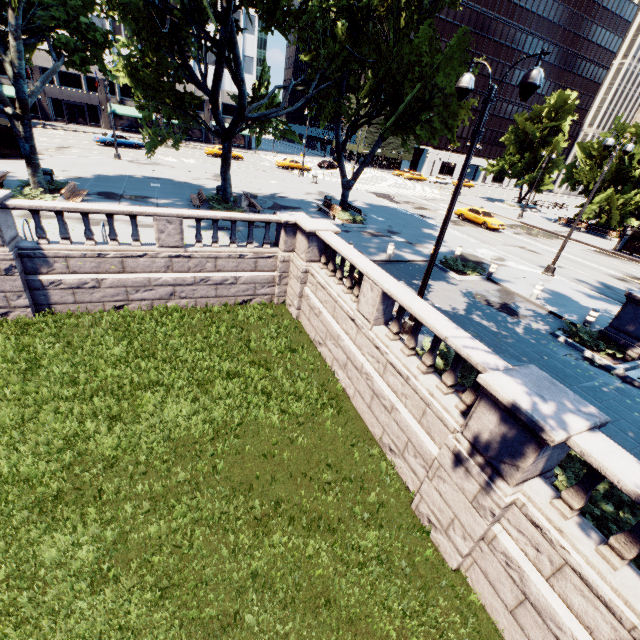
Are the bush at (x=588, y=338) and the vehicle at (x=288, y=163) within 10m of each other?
no

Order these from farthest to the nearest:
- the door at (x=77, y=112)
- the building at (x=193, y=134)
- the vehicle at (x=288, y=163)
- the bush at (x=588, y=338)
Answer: the building at (x=193, y=134) → the door at (x=77, y=112) → the vehicle at (x=288, y=163) → the bush at (x=588, y=338)

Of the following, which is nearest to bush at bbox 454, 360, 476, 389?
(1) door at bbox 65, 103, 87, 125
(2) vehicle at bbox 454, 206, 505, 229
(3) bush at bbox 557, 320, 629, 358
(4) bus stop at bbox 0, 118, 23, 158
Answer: (3) bush at bbox 557, 320, 629, 358

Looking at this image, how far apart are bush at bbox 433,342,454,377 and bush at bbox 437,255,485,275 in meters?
8.3

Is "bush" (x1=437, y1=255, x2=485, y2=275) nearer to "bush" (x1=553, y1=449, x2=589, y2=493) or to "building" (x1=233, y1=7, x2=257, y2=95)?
"bush" (x1=553, y1=449, x2=589, y2=493)

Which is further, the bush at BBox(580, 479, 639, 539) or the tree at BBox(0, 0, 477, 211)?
the tree at BBox(0, 0, 477, 211)

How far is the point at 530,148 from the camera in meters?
44.6 m

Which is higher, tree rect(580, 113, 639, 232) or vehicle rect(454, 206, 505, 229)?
tree rect(580, 113, 639, 232)
